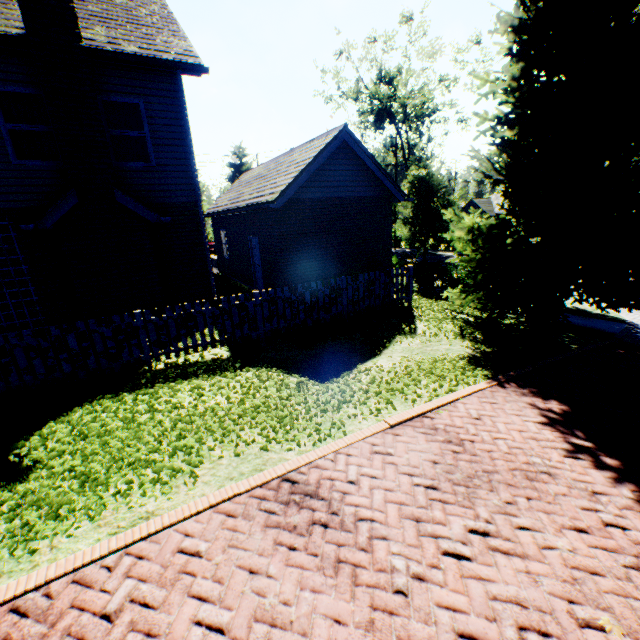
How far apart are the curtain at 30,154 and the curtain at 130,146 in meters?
1.0 m

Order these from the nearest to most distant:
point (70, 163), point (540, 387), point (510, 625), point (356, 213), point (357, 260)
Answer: point (510, 625), point (540, 387), point (70, 163), point (356, 213), point (357, 260)

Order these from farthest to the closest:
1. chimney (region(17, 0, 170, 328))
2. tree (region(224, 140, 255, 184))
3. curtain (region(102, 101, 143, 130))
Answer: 1. tree (region(224, 140, 255, 184))
2. curtain (region(102, 101, 143, 130))
3. chimney (region(17, 0, 170, 328))

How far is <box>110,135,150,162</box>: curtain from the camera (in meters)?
8.66

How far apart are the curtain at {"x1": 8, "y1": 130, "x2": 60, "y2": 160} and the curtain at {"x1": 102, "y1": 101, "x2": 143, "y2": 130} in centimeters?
104cm

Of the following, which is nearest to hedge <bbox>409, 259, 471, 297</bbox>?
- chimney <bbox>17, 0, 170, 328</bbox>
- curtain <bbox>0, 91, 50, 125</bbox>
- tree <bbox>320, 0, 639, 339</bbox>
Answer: tree <bbox>320, 0, 639, 339</bbox>

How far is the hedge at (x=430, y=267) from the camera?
14.6m

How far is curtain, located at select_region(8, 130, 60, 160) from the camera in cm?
772
